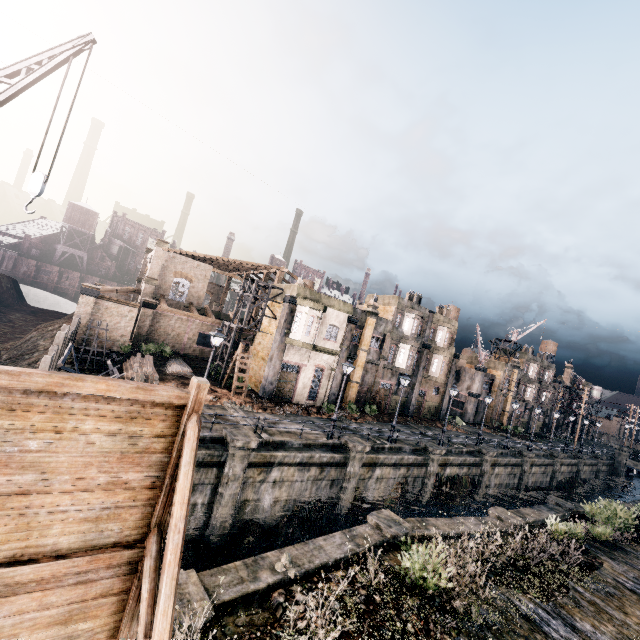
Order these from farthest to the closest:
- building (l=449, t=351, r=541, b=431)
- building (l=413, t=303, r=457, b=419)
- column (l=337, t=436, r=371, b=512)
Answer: building (l=449, t=351, r=541, b=431) < building (l=413, t=303, r=457, b=419) < column (l=337, t=436, r=371, b=512)

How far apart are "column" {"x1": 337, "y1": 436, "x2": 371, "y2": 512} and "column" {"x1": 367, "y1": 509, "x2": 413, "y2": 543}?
6.82m

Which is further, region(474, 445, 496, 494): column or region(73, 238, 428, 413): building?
region(474, 445, 496, 494): column

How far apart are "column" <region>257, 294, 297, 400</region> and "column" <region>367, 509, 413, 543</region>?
15.8 meters

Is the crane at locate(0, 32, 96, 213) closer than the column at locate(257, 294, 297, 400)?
Yes

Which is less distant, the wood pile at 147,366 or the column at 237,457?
the column at 237,457

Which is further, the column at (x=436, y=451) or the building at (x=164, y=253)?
the building at (x=164, y=253)

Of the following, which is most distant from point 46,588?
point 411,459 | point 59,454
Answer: point 411,459
